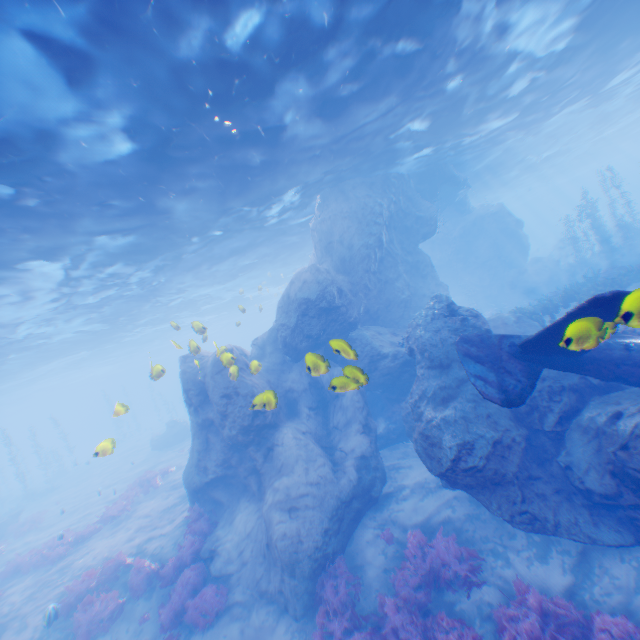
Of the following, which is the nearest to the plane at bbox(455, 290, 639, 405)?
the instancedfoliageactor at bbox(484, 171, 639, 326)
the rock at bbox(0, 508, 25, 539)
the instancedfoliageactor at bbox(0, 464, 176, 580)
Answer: the instancedfoliageactor at bbox(484, 171, 639, 326)

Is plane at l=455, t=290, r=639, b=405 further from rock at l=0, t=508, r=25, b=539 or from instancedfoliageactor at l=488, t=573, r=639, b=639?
rock at l=0, t=508, r=25, b=539

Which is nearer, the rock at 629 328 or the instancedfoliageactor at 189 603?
the rock at 629 328

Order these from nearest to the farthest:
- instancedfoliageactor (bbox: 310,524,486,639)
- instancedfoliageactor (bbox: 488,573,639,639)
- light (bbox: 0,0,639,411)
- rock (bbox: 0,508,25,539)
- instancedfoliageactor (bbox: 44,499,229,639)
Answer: instancedfoliageactor (bbox: 488,573,639,639), light (bbox: 0,0,639,411), instancedfoliageactor (bbox: 310,524,486,639), instancedfoliageactor (bbox: 44,499,229,639), rock (bbox: 0,508,25,539)

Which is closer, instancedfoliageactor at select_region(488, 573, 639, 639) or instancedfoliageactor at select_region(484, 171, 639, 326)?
instancedfoliageactor at select_region(488, 573, 639, 639)

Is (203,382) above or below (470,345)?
above

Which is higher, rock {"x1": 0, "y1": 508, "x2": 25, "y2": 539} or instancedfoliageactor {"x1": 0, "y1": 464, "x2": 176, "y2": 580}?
rock {"x1": 0, "y1": 508, "x2": 25, "y2": 539}

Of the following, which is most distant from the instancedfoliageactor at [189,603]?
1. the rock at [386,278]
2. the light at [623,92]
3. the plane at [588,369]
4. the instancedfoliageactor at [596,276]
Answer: the instancedfoliageactor at [596,276]
